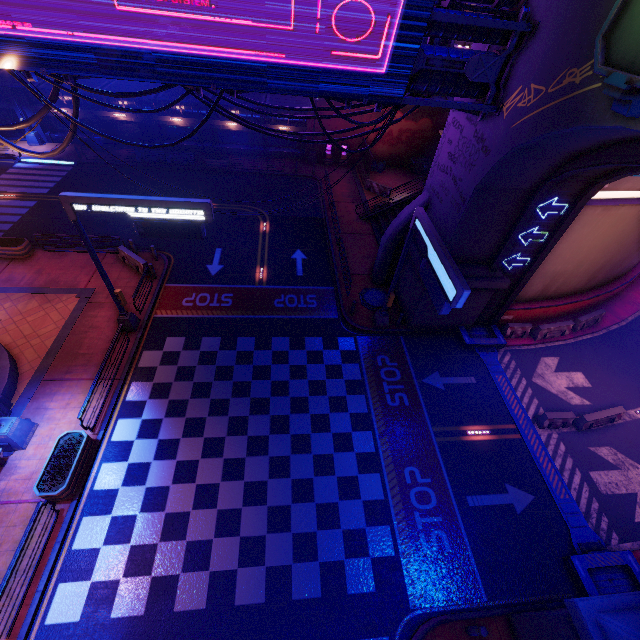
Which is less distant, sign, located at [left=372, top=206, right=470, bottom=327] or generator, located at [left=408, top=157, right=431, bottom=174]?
sign, located at [left=372, top=206, right=470, bottom=327]

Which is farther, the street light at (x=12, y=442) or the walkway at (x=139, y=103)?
the walkway at (x=139, y=103)

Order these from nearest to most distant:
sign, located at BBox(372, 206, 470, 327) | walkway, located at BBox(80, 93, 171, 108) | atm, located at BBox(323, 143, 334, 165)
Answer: sign, located at BBox(372, 206, 470, 327)
walkway, located at BBox(80, 93, 171, 108)
atm, located at BBox(323, 143, 334, 165)

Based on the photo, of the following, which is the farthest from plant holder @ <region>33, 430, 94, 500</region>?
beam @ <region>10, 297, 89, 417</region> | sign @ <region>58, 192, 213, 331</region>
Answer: sign @ <region>58, 192, 213, 331</region>

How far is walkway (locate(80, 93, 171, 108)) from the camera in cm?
2878

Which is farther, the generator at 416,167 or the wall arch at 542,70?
the generator at 416,167

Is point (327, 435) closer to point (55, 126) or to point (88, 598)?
point (88, 598)

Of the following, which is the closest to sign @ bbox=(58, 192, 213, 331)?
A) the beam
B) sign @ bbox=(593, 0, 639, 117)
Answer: the beam
